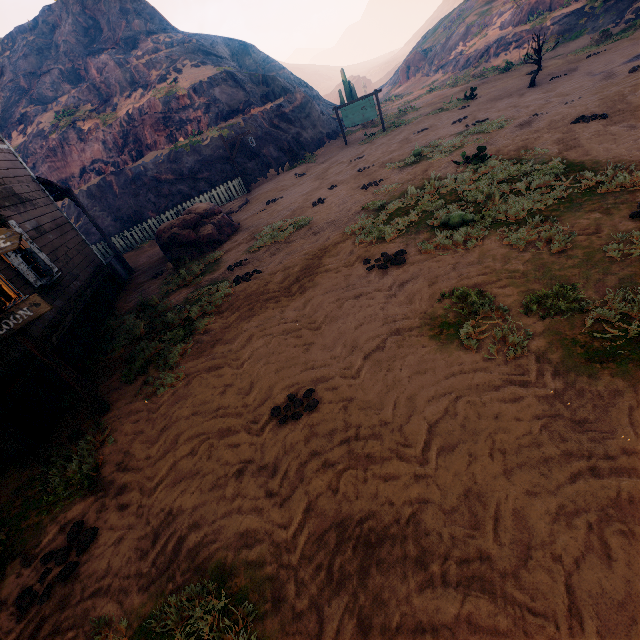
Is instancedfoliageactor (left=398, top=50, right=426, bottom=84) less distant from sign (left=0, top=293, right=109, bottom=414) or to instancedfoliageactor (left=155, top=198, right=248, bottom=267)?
instancedfoliageactor (left=155, top=198, right=248, bottom=267)

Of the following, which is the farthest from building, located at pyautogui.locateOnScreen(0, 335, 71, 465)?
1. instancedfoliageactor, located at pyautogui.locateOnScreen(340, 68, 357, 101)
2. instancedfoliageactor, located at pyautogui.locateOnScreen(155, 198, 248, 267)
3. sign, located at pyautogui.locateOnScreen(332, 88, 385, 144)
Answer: instancedfoliageactor, located at pyautogui.locateOnScreen(340, 68, 357, 101)

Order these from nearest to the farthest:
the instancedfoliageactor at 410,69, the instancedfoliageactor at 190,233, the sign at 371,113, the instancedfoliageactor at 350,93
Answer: the instancedfoliageactor at 190,233, the sign at 371,113, the instancedfoliageactor at 350,93, the instancedfoliageactor at 410,69

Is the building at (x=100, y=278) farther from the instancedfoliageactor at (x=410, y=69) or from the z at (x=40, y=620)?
the instancedfoliageactor at (x=410, y=69)

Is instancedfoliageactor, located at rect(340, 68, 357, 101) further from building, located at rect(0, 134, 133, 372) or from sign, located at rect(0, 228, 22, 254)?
sign, located at rect(0, 228, 22, 254)

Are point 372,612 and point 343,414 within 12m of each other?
yes

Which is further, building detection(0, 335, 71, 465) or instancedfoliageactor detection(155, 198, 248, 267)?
instancedfoliageactor detection(155, 198, 248, 267)

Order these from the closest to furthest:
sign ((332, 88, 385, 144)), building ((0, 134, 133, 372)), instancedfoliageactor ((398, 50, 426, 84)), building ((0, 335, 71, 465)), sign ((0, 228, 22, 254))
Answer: sign ((0, 228, 22, 254))
building ((0, 335, 71, 465))
building ((0, 134, 133, 372))
sign ((332, 88, 385, 144))
instancedfoliageactor ((398, 50, 426, 84))
